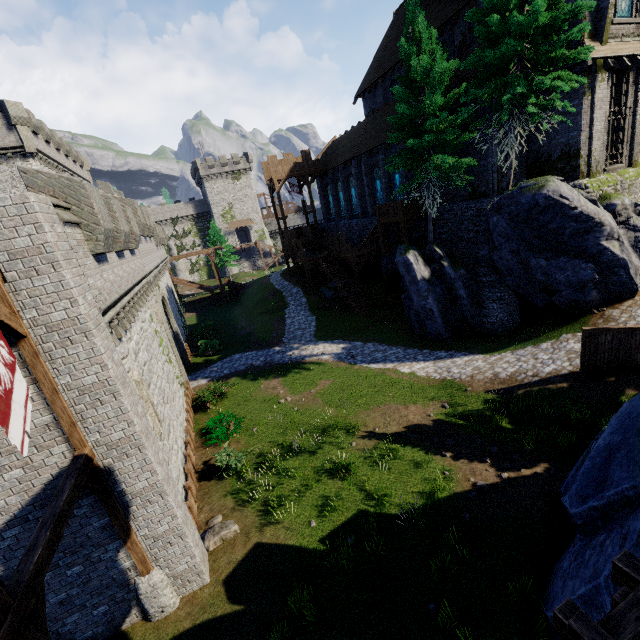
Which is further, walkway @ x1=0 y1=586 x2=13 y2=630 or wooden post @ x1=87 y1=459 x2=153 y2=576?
wooden post @ x1=87 y1=459 x2=153 y2=576

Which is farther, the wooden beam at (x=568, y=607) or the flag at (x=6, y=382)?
the flag at (x=6, y=382)

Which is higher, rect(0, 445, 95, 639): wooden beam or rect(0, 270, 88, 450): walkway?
rect(0, 270, 88, 450): walkway

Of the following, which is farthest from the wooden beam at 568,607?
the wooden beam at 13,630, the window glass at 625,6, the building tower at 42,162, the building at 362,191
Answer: the building tower at 42,162

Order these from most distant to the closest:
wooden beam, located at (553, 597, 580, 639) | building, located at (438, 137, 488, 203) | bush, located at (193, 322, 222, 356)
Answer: bush, located at (193, 322, 222, 356)
building, located at (438, 137, 488, 203)
wooden beam, located at (553, 597, 580, 639)

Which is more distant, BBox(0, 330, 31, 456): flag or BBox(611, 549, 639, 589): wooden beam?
BBox(0, 330, 31, 456): flag

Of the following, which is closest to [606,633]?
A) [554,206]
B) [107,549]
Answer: [107,549]

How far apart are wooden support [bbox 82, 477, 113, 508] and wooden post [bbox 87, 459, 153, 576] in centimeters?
3cm
